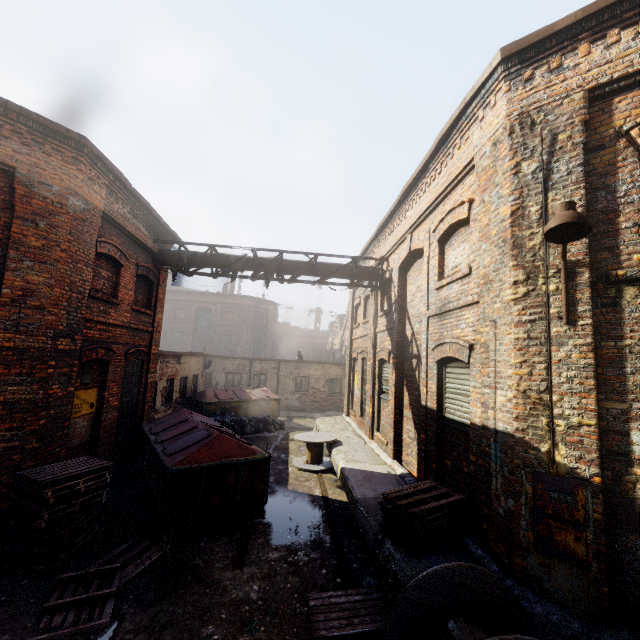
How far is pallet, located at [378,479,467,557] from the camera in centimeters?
489cm

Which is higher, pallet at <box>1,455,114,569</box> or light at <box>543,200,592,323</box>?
light at <box>543,200,592,323</box>

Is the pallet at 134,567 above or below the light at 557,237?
below

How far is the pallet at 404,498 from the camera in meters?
4.9

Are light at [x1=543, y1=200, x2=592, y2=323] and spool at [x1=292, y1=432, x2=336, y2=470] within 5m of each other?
no

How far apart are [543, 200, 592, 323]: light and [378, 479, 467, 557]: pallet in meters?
3.3 m

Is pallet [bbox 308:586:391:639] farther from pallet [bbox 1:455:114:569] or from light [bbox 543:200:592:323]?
light [bbox 543:200:592:323]

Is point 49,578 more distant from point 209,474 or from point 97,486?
point 209,474
